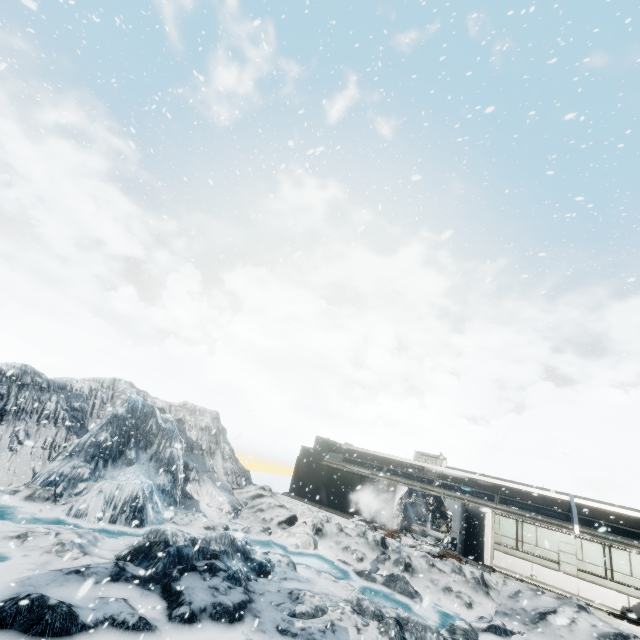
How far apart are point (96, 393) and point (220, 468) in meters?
10.0 m
